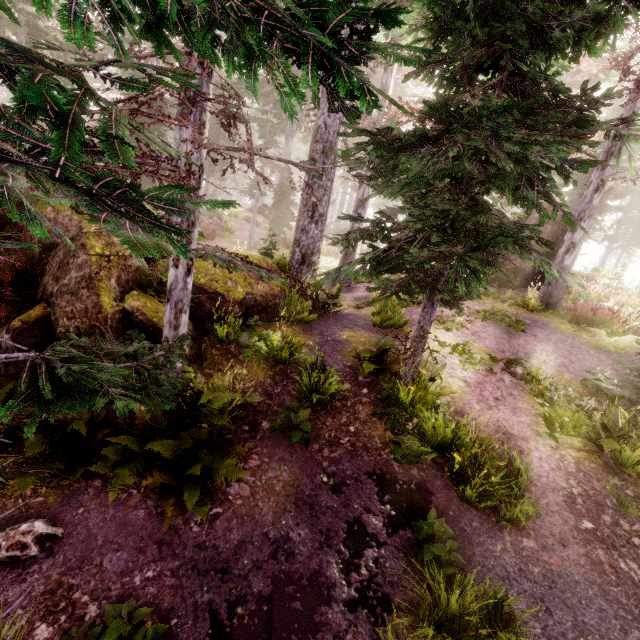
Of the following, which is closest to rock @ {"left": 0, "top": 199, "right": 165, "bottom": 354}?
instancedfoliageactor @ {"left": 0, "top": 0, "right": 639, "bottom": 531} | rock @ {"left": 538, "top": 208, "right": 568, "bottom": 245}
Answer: instancedfoliageactor @ {"left": 0, "top": 0, "right": 639, "bottom": 531}

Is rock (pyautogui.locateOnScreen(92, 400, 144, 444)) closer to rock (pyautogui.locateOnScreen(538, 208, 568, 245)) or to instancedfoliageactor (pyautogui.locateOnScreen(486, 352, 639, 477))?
instancedfoliageactor (pyautogui.locateOnScreen(486, 352, 639, 477))

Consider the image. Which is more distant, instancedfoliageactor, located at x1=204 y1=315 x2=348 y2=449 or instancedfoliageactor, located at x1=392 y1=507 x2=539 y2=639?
instancedfoliageactor, located at x1=204 y1=315 x2=348 y2=449

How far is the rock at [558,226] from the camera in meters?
15.7

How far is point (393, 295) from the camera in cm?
982

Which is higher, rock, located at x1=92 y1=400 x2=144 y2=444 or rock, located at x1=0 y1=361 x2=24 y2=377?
rock, located at x1=0 y1=361 x2=24 y2=377

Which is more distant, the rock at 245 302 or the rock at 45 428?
the rock at 245 302
